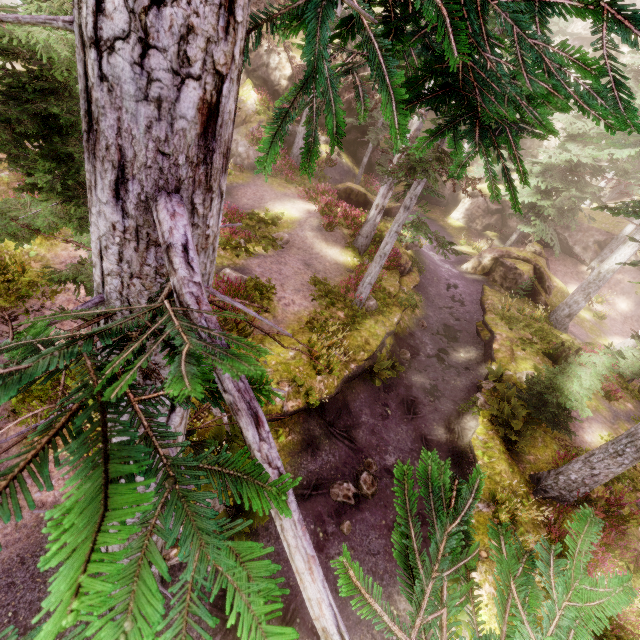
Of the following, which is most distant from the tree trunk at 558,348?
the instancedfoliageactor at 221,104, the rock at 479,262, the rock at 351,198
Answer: the rock at 351,198

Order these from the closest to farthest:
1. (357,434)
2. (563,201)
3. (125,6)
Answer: (125,6) < (357,434) < (563,201)

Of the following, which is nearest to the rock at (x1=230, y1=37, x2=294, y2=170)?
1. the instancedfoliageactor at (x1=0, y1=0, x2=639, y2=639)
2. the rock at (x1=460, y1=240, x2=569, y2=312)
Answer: the instancedfoliageactor at (x1=0, y1=0, x2=639, y2=639)

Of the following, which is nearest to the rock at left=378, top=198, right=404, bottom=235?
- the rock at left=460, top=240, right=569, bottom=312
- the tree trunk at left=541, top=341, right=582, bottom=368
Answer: the rock at left=460, top=240, right=569, bottom=312

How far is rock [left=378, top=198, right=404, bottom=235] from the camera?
18.1 meters

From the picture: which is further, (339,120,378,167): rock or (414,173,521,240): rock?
(414,173,521,240): rock

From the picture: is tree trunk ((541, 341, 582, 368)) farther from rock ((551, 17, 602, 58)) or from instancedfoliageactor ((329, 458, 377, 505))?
rock ((551, 17, 602, 58))

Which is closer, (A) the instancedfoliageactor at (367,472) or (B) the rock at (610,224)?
(A) the instancedfoliageactor at (367,472)
